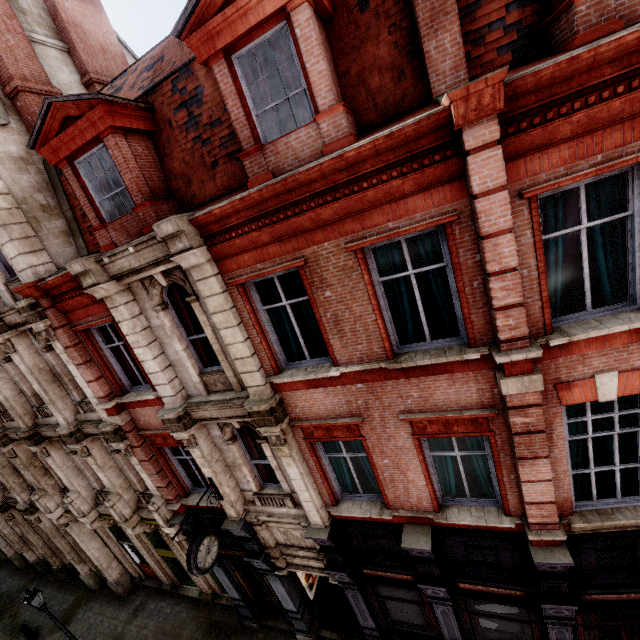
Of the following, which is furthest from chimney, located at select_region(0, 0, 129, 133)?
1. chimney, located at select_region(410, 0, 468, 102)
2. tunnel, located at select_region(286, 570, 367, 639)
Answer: tunnel, located at select_region(286, 570, 367, 639)

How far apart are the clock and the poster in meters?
4.0

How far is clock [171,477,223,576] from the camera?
7.89m

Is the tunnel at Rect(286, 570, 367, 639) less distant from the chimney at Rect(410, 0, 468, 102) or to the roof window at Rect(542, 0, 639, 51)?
the chimney at Rect(410, 0, 468, 102)

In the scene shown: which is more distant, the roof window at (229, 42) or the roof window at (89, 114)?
the roof window at (89, 114)

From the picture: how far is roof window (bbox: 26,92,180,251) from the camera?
6.6 meters

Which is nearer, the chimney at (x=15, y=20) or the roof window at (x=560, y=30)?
the roof window at (x=560, y=30)

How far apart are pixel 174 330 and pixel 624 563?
11.0 meters
